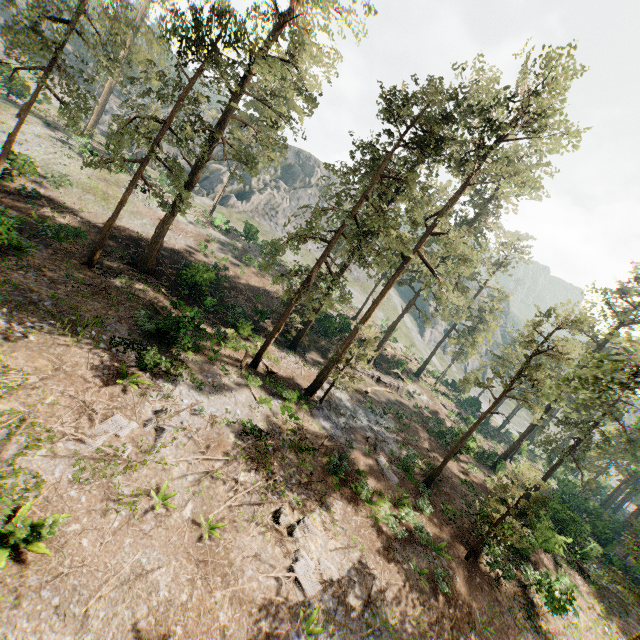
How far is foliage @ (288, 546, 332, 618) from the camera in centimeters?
1173cm

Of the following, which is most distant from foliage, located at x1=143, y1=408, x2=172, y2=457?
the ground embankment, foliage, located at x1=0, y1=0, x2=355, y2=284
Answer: foliage, located at x1=0, y1=0, x2=355, y2=284

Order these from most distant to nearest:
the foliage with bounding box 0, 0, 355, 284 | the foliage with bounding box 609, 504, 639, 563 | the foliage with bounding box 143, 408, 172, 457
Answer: the foliage with bounding box 0, 0, 355, 284 → the foliage with bounding box 143, 408, 172, 457 → the foliage with bounding box 609, 504, 639, 563

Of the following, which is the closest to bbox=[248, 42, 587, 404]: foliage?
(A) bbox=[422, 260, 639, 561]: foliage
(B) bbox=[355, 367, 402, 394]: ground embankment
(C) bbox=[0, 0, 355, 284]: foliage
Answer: (A) bbox=[422, 260, 639, 561]: foliage

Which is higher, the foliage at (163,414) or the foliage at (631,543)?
the foliage at (631,543)

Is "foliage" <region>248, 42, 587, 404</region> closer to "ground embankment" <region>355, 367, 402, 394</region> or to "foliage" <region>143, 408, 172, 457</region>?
"foliage" <region>143, 408, 172, 457</region>

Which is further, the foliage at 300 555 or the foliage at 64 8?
the foliage at 64 8

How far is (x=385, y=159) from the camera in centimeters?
2033cm
